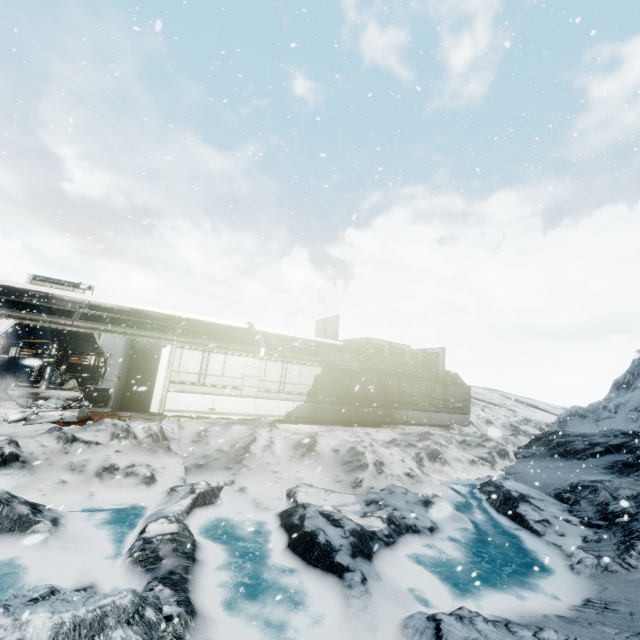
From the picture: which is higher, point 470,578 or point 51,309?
point 51,309
